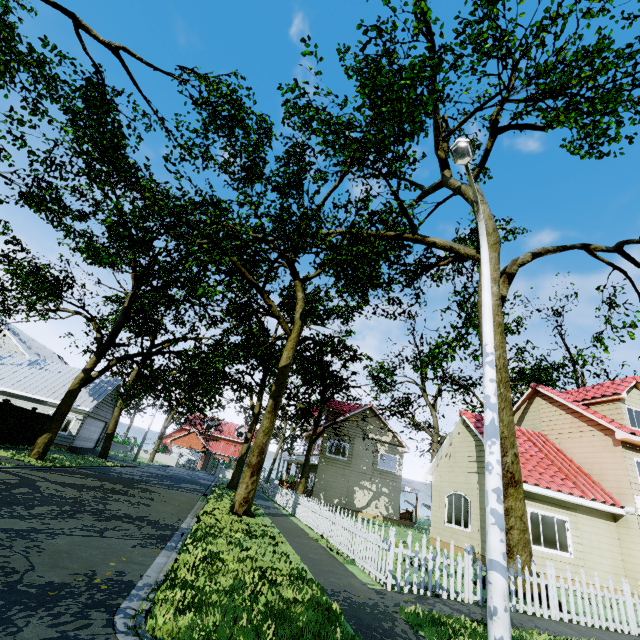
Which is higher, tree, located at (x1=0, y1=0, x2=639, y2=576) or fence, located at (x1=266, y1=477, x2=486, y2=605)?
tree, located at (x1=0, y1=0, x2=639, y2=576)

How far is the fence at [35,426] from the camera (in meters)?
19.41

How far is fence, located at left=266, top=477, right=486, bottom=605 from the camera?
7.10m

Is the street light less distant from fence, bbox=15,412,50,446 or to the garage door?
fence, bbox=15,412,50,446

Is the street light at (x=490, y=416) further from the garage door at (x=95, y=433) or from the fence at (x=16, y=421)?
the garage door at (x=95, y=433)

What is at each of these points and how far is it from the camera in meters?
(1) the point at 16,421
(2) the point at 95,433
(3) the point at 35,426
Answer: (1) fence, 18.4 m
(2) garage door, 29.2 m
(3) fence, 20.2 m

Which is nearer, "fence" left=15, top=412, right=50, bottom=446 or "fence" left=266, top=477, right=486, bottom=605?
"fence" left=266, top=477, right=486, bottom=605

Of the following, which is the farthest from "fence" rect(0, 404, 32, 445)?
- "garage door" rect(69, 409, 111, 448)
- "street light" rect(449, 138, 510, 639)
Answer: A: "garage door" rect(69, 409, 111, 448)
